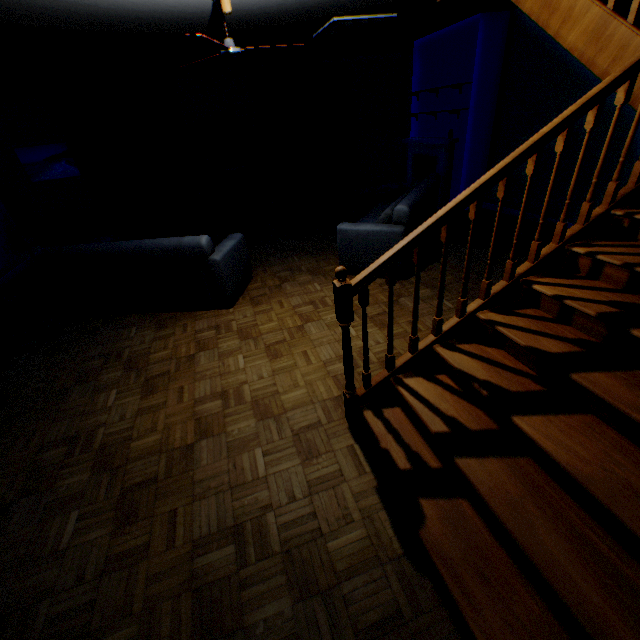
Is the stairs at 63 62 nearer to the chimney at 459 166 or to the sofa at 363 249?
the chimney at 459 166

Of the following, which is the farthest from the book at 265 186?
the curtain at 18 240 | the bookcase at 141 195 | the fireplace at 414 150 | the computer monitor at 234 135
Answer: the curtain at 18 240

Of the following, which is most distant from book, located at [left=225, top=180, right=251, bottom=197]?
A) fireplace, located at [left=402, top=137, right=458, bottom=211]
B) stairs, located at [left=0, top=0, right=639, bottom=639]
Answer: fireplace, located at [left=402, top=137, right=458, bottom=211]

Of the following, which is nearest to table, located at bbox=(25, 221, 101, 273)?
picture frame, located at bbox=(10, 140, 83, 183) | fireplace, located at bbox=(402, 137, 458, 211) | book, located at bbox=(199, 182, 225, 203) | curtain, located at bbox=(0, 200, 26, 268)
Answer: curtain, located at bbox=(0, 200, 26, 268)

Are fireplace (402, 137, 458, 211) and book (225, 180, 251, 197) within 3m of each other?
no

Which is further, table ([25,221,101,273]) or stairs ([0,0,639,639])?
table ([25,221,101,273])

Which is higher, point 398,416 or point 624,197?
point 624,197

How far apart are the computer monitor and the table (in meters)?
3.09
